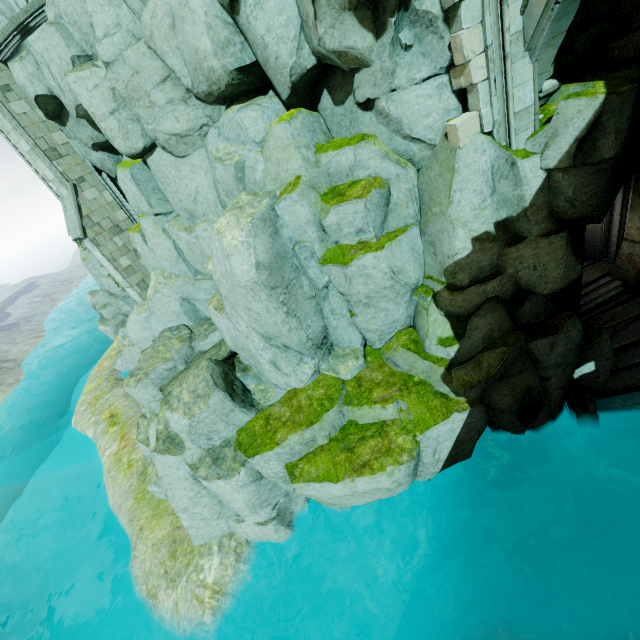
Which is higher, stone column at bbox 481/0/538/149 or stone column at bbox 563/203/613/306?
stone column at bbox 481/0/538/149

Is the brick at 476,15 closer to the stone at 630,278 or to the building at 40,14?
the stone at 630,278

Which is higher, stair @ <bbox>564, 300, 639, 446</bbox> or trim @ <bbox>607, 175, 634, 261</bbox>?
trim @ <bbox>607, 175, 634, 261</bbox>

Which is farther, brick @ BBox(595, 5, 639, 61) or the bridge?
brick @ BBox(595, 5, 639, 61)

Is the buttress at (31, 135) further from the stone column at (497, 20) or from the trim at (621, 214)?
the trim at (621, 214)

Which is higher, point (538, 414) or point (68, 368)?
point (538, 414)

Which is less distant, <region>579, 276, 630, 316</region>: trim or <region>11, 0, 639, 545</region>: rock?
<region>11, 0, 639, 545</region>: rock

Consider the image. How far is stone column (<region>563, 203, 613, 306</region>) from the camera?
8.7m
